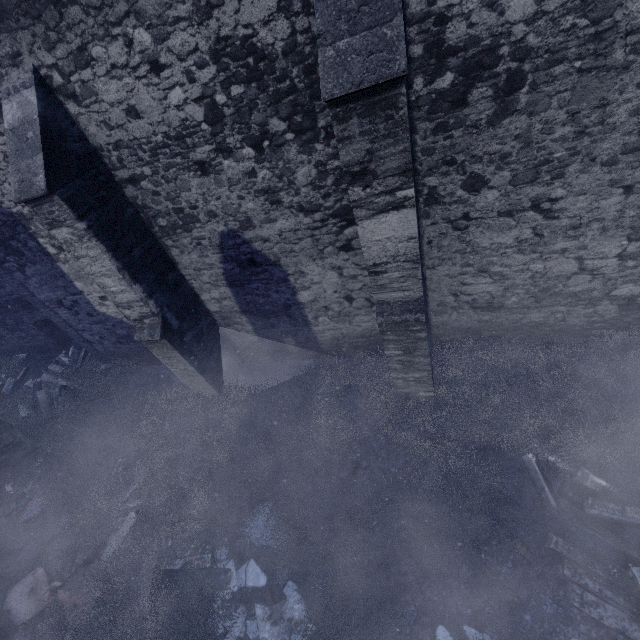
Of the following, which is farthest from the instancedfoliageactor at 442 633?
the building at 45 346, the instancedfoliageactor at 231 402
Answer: the building at 45 346

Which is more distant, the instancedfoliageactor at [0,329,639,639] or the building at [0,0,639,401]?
the instancedfoliageactor at [0,329,639,639]

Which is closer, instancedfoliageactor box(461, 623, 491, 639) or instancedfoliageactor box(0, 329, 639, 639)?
instancedfoliageactor box(461, 623, 491, 639)

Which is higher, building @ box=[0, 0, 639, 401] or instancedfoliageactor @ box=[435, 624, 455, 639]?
building @ box=[0, 0, 639, 401]

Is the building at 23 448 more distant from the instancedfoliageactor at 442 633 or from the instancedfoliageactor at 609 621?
the instancedfoliageactor at 442 633

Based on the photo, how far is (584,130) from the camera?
3.4m

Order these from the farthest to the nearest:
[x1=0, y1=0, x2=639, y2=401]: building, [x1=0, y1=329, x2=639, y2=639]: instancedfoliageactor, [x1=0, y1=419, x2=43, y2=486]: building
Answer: [x1=0, y1=419, x2=43, y2=486]: building
[x1=0, y1=329, x2=639, y2=639]: instancedfoliageactor
[x1=0, y1=0, x2=639, y2=401]: building

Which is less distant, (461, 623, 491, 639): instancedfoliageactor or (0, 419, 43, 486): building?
(461, 623, 491, 639): instancedfoliageactor
